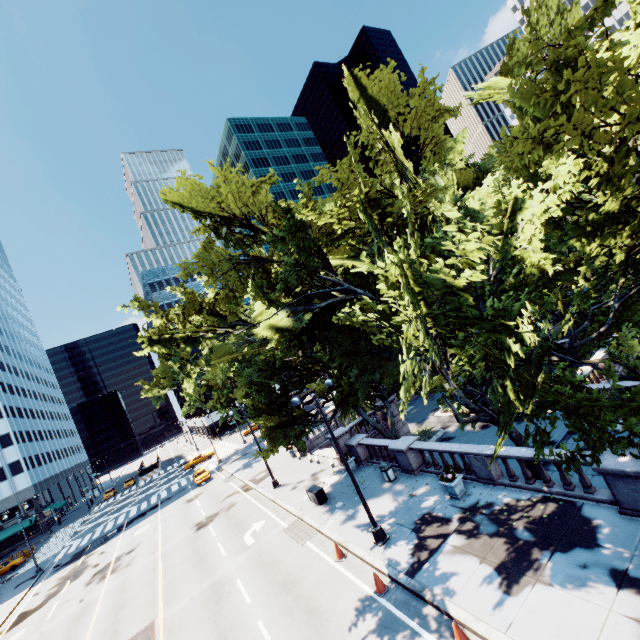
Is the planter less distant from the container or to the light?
the light

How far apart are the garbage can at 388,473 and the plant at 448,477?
4.35m

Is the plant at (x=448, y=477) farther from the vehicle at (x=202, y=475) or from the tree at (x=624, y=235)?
the vehicle at (x=202, y=475)

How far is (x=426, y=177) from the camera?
36.1m

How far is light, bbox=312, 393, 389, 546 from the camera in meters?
13.8

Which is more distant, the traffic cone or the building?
the building

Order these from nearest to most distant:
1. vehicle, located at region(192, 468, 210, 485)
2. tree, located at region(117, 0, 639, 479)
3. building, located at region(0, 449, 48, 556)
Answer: tree, located at region(117, 0, 639, 479) < vehicle, located at region(192, 468, 210, 485) < building, located at region(0, 449, 48, 556)

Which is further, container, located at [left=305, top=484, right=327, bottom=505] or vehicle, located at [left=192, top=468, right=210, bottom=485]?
vehicle, located at [left=192, top=468, right=210, bottom=485]
